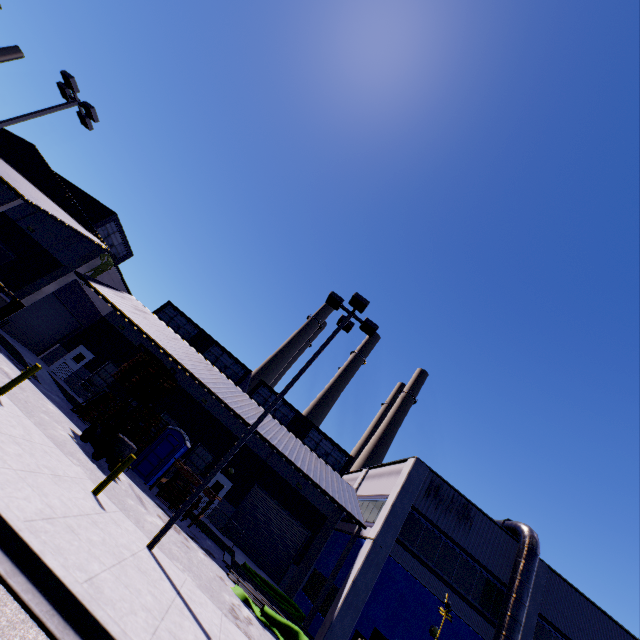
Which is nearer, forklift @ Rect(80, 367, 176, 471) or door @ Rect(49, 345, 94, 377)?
forklift @ Rect(80, 367, 176, 471)

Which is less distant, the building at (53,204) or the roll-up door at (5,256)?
the building at (53,204)

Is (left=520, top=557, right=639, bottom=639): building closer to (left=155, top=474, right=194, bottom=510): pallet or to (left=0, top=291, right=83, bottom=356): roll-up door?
(left=0, top=291, right=83, bottom=356): roll-up door

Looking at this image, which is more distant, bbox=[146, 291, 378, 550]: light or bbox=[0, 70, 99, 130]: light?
bbox=[0, 70, 99, 130]: light

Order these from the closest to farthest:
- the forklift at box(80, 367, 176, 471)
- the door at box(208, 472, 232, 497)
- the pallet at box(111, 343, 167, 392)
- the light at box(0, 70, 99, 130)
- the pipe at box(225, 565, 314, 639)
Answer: the forklift at box(80, 367, 176, 471)
the pipe at box(225, 565, 314, 639)
the light at box(0, 70, 99, 130)
the pallet at box(111, 343, 167, 392)
the door at box(208, 472, 232, 497)

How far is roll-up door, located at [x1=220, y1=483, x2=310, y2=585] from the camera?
21.12m

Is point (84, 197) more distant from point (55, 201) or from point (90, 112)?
point (90, 112)

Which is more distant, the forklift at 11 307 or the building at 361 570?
the building at 361 570
